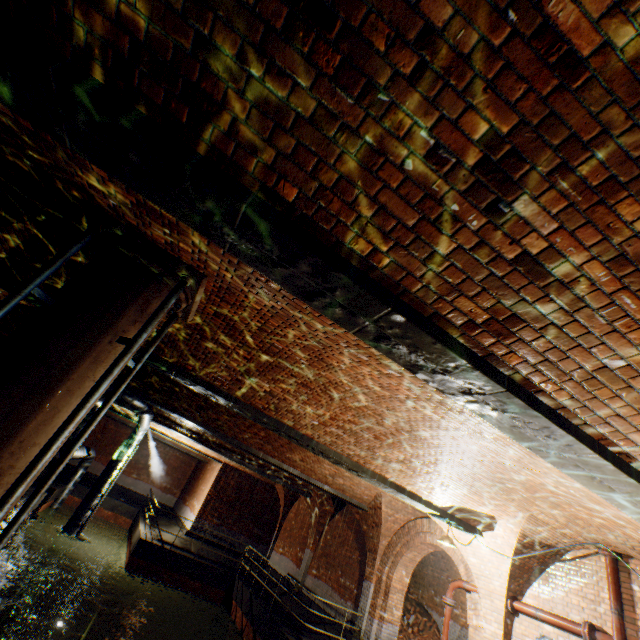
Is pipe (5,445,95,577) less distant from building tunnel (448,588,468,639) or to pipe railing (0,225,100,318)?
pipe railing (0,225,100,318)

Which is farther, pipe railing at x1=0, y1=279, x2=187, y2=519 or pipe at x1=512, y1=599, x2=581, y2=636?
pipe at x1=512, y1=599, x2=581, y2=636

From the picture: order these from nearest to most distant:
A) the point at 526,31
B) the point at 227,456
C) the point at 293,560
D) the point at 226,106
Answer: the point at 526,31 < the point at 226,106 < the point at 227,456 < the point at 293,560

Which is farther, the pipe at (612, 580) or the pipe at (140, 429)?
the pipe at (140, 429)

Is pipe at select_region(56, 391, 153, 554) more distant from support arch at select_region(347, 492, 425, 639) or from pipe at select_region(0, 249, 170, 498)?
pipe at select_region(0, 249, 170, 498)

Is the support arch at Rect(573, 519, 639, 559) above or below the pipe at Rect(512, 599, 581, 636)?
above

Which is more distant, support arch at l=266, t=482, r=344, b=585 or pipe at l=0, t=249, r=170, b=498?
support arch at l=266, t=482, r=344, b=585

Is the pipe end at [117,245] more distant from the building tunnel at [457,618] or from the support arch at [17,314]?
the building tunnel at [457,618]
